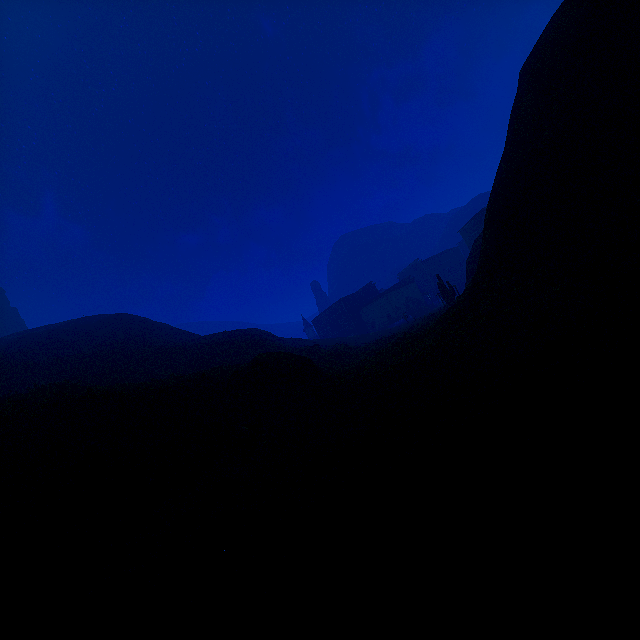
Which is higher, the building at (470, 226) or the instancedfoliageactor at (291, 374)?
the building at (470, 226)

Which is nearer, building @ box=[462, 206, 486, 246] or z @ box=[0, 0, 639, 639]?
z @ box=[0, 0, 639, 639]

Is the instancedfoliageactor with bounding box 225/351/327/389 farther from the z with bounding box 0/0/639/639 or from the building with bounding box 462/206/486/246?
the building with bounding box 462/206/486/246

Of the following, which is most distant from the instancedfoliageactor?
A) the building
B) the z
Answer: the building

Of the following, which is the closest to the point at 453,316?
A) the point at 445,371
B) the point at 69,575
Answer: the point at 445,371

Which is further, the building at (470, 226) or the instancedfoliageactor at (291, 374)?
the building at (470, 226)
